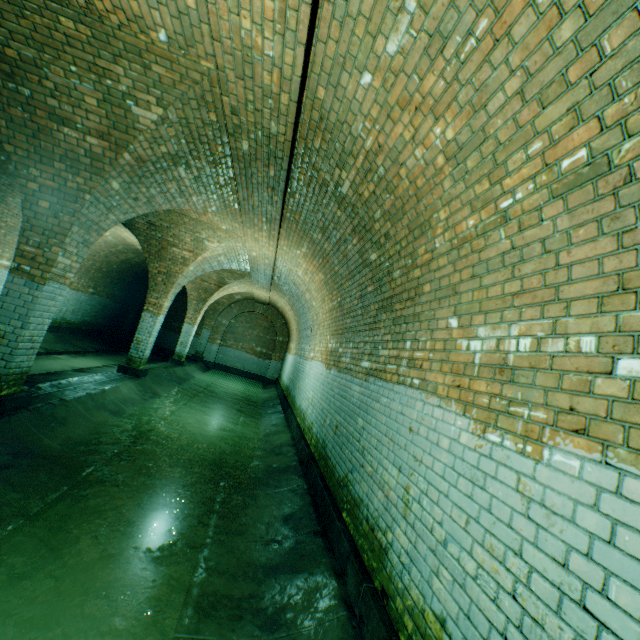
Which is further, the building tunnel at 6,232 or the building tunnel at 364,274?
the building tunnel at 6,232

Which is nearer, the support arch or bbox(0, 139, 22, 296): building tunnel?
the support arch

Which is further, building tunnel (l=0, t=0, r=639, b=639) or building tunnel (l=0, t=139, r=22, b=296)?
building tunnel (l=0, t=139, r=22, b=296)

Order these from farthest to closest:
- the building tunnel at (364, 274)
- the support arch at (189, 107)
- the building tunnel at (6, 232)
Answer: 1. the building tunnel at (6, 232)
2. the support arch at (189, 107)
3. the building tunnel at (364, 274)

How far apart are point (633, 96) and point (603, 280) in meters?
0.8

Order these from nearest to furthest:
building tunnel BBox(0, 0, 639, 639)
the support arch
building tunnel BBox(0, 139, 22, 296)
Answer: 1. building tunnel BBox(0, 0, 639, 639)
2. the support arch
3. building tunnel BBox(0, 139, 22, 296)
